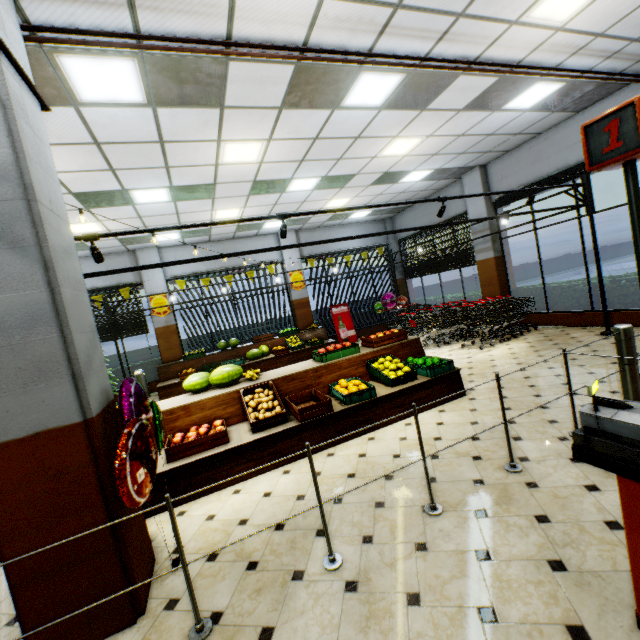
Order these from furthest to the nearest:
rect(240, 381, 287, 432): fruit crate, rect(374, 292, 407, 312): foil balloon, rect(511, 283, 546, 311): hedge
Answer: rect(374, 292, 407, 312): foil balloon, rect(511, 283, 546, 311): hedge, rect(240, 381, 287, 432): fruit crate

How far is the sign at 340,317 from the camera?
13.05m

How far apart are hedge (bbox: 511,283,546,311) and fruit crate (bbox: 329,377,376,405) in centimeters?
685cm

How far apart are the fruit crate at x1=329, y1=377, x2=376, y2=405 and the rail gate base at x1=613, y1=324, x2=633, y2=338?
3.01m

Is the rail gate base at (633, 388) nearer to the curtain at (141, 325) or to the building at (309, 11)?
the building at (309, 11)

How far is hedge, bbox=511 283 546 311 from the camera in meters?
9.2

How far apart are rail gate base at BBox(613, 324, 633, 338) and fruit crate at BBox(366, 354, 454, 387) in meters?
2.5 m

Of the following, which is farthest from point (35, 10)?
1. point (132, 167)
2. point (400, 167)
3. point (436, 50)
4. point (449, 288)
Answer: point (449, 288)
